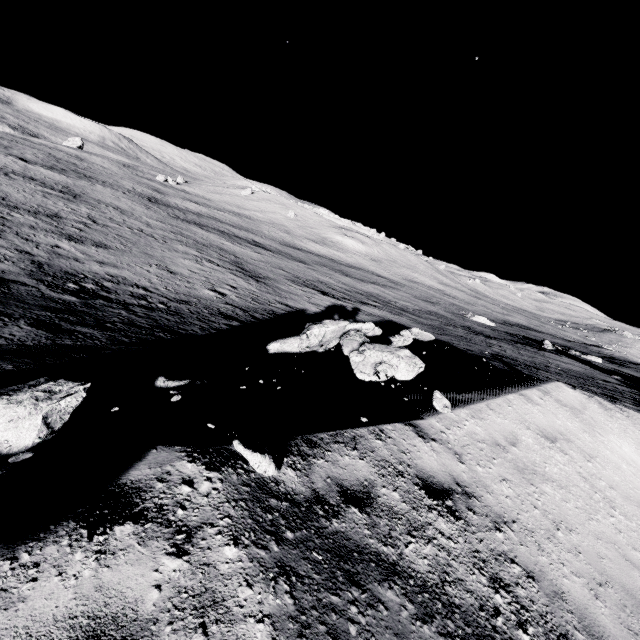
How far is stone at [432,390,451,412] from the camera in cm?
587

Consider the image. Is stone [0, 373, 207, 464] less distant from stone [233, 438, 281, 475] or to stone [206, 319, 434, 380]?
stone [233, 438, 281, 475]

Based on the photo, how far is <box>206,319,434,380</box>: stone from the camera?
6.65m

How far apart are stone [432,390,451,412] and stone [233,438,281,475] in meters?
3.7 m

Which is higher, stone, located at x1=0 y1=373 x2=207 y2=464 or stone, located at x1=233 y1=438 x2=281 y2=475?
stone, located at x1=233 y1=438 x2=281 y2=475

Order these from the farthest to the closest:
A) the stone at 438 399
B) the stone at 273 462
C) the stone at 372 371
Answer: the stone at 372 371 → the stone at 438 399 → the stone at 273 462

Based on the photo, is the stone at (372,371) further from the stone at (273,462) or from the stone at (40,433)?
the stone at (273,462)

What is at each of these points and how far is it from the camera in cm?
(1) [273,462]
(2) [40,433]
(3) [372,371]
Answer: (1) stone, 285
(2) stone, 284
(3) stone, 650
